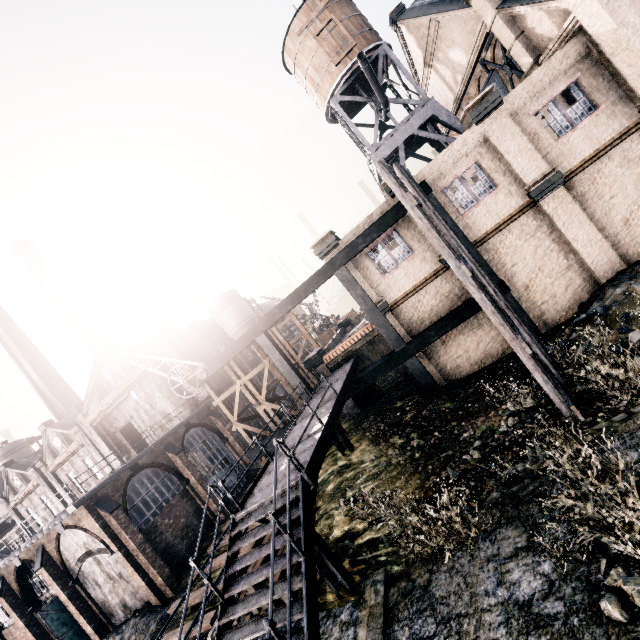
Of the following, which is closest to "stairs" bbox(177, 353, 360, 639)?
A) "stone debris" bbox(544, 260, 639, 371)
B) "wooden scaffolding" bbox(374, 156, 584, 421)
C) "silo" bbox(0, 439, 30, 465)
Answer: "wooden scaffolding" bbox(374, 156, 584, 421)

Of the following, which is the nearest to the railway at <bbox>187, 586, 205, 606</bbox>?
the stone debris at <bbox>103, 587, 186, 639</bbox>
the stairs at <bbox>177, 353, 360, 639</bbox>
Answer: the stone debris at <bbox>103, 587, 186, 639</bbox>

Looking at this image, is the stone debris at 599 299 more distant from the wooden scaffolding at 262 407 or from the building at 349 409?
the wooden scaffolding at 262 407

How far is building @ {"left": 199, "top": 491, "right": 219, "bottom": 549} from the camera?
24.1m

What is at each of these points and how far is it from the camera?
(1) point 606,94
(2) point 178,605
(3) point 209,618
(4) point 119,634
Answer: (1) building, 13.5m
(2) railway, 17.3m
(3) railway, 14.4m
(4) stone debris, 19.1m

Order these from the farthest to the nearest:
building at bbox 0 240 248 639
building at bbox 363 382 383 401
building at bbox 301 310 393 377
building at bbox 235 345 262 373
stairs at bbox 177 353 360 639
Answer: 1. building at bbox 235 345 262 373
2. building at bbox 363 382 383 401
3. building at bbox 301 310 393 377
4. building at bbox 0 240 248 639
5. stairs at bbox 177 353 360 639

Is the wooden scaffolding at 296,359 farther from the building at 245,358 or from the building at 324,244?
the building at 245,358

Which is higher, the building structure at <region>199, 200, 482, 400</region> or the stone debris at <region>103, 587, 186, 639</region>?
the building structure at <region>199, 200, 482, 400</region>
